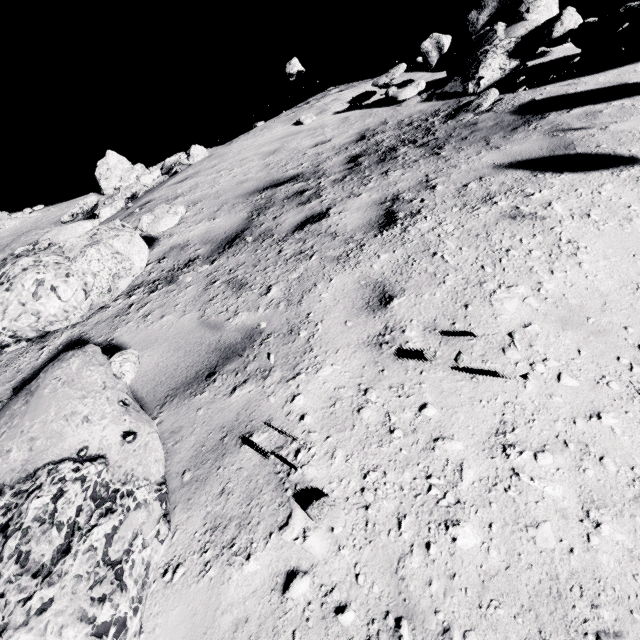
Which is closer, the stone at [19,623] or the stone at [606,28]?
the stone at [19,623]

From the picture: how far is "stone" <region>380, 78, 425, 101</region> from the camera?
8.0 meters

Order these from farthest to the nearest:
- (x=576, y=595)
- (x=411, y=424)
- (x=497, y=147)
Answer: (x=497, y=147), (x=411, y=424), (x=576, y=595)

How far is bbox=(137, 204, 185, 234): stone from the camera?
3.5 meters

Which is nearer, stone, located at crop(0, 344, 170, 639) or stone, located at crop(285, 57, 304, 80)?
stone, located at crop(0, 344, 170, 639)

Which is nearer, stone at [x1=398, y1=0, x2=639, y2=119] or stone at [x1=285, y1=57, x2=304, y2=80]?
stone at [x1=398, y1=0, x2=639, y2=119]

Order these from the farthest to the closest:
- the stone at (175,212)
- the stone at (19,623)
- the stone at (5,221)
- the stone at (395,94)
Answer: the stone at (5,221) < the stone at (395,94) < the stone at (175,212) < the stone at (19,623)

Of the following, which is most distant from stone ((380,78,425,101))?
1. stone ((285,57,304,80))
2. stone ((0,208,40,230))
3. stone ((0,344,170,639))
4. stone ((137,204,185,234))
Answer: stone ((0,208,40,230))
